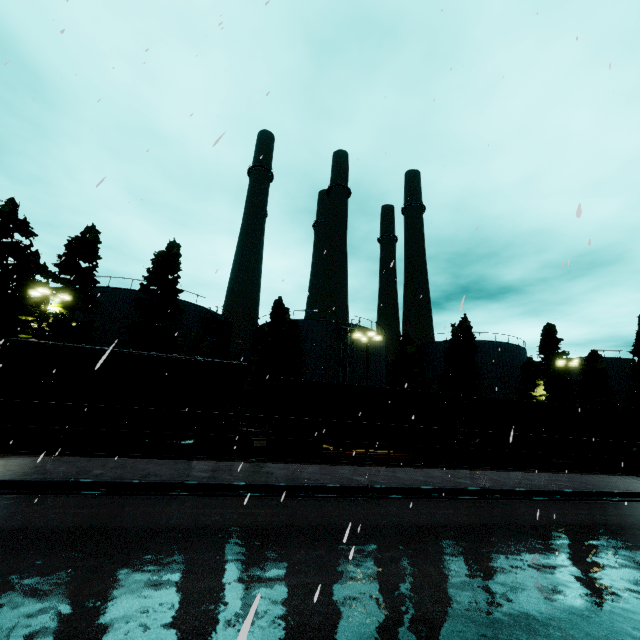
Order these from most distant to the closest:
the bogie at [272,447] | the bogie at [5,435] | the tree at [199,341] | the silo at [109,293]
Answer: the silo at [109,293] < the tree at [199,341] < the bogie at [272,447] < the bogie at [5,435]

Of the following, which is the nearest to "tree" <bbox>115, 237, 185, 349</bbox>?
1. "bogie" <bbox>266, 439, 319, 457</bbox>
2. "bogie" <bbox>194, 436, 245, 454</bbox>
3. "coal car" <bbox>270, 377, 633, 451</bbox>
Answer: "coal car" <bbox>270, 377, 633, 451</bbox>

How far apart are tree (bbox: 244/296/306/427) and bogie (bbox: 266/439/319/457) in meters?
13.0 m

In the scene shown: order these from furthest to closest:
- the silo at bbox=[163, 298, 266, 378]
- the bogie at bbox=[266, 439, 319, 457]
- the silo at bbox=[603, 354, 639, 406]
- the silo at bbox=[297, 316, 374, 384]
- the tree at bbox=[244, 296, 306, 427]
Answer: the silo at bbox=[603, 354, 639, 406], the silo at bbox=[297, 316, 374, 384], the silo at bbox=[163, 298, 266, 378], the tree at bbox=[244, 296, 306, 427], the bogie at bbox=[266, 439, 319, 457]

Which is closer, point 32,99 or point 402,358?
point 32,99

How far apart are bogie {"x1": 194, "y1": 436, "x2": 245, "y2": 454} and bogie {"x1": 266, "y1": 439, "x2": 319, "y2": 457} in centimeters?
206cm

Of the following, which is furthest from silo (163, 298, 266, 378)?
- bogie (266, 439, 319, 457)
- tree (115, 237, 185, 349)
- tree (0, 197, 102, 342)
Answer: bogie (266, 439, 319, 457)

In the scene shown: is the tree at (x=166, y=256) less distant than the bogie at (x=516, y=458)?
No
